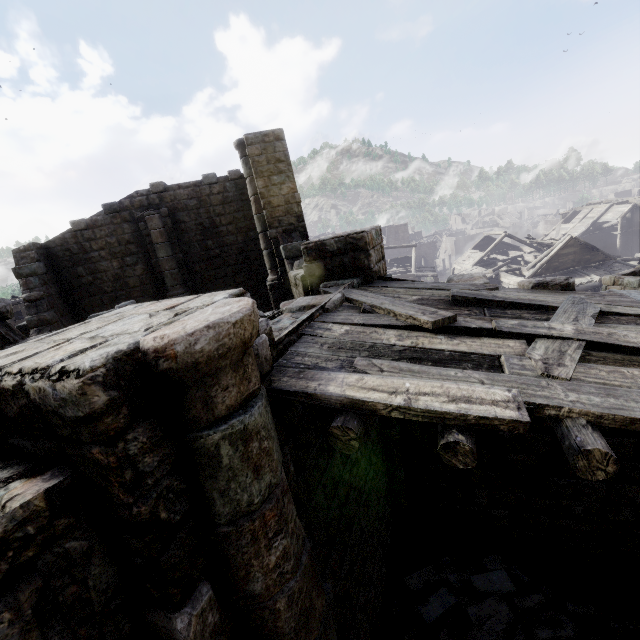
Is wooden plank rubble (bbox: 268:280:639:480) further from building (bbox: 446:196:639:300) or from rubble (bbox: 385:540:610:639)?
rubble (bbox: 385:540:610:639)

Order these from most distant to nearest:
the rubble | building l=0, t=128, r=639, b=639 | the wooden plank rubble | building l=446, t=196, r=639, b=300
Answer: building l=446, t=196, r=639, b=300
the rubble
the wooden plank rubble
building l=0, t=128, r=639, b=639

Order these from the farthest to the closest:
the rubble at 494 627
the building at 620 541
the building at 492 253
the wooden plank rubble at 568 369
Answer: the building at 492 253 → the rubble at 494 627 → the wooden plank rubble at 568 369 → the building at 620 541

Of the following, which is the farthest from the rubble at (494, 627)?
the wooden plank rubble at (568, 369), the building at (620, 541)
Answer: the wooden plank rubble at (568, 369)

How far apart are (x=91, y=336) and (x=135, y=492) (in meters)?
0.94

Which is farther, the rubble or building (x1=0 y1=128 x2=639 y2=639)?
the rubble

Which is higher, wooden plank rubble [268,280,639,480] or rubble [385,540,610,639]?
wooden plank rubble [268,280,639,480]

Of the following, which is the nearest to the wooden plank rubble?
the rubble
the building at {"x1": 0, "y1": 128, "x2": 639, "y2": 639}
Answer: the building at {"x1": 0, "y1": 128, "x2": 639, "y2": 639}
